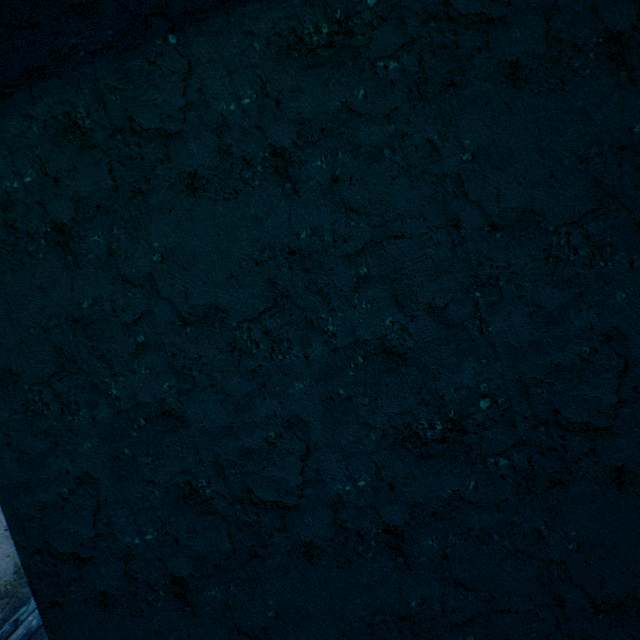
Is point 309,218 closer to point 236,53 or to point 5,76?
point 236,53
